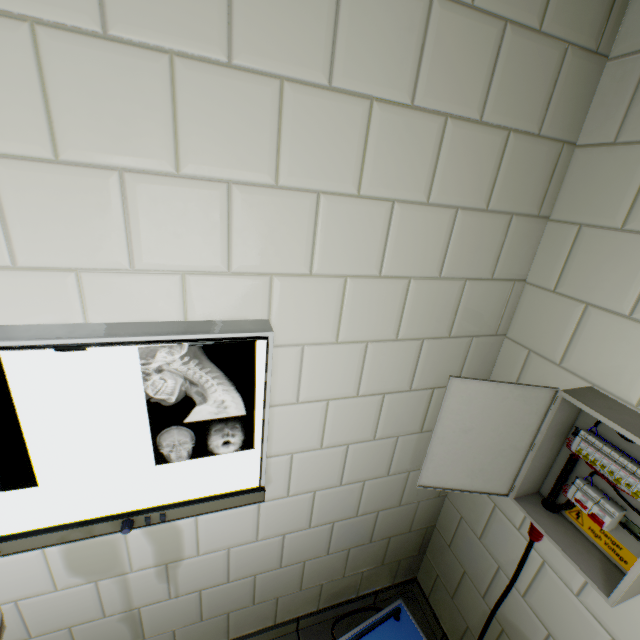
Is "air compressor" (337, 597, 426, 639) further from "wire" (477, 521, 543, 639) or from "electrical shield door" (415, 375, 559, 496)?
"electrical shield door" (415, 375, 559, 496)

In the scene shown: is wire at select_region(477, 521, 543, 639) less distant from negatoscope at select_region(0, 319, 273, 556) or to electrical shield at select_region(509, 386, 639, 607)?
electrical shield at select_region(509, 386, 639, 607)

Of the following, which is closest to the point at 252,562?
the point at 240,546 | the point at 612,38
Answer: the point at 240,546

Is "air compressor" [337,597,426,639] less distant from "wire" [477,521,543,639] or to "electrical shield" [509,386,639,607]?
"wire" [477,521,543,639]

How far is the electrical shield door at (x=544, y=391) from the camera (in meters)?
1.08

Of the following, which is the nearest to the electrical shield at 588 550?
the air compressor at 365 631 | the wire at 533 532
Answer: the wire at 533 532

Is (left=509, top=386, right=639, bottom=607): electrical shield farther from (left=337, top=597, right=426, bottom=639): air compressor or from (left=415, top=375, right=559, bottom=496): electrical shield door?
(left=337, top=597, right=426, bottom=639): air compressor

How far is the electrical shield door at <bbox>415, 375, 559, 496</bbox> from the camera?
1.1 meters
